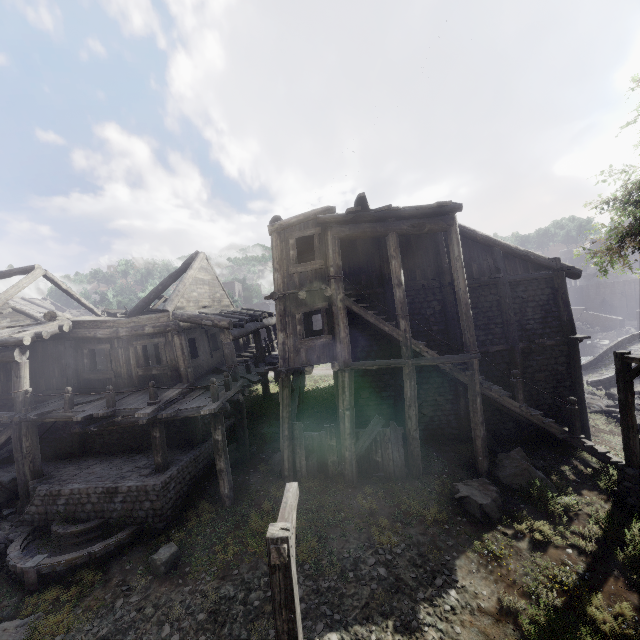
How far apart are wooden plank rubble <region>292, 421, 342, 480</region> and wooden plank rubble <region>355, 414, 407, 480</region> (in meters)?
0.49

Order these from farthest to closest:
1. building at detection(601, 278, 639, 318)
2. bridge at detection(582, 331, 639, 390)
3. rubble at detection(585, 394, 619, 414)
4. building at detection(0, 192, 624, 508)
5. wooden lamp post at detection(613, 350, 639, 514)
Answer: building at detection(601, 278, 639, 318) → bridge at detection(582, 331, 639, 390) → rubble at detection(585, 394, 619, 414) → building at detection(0, 192, 624, 508) → wooden lamp post at detection(613, 350, 639, 514)

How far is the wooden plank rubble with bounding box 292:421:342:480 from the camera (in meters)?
11.75

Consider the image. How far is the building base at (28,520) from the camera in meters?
10.0

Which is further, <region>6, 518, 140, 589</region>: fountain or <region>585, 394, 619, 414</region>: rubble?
<region>585, 394, 619, 414</region>: rubble

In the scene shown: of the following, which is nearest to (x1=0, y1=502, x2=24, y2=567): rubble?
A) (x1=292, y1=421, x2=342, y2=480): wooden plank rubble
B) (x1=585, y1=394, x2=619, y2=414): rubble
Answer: (x1=292, y1=421, x2=342, y2=480): wooden plank rubble

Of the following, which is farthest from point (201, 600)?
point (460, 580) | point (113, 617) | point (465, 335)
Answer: point (465, 335)

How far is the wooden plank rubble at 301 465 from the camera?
11.8m
